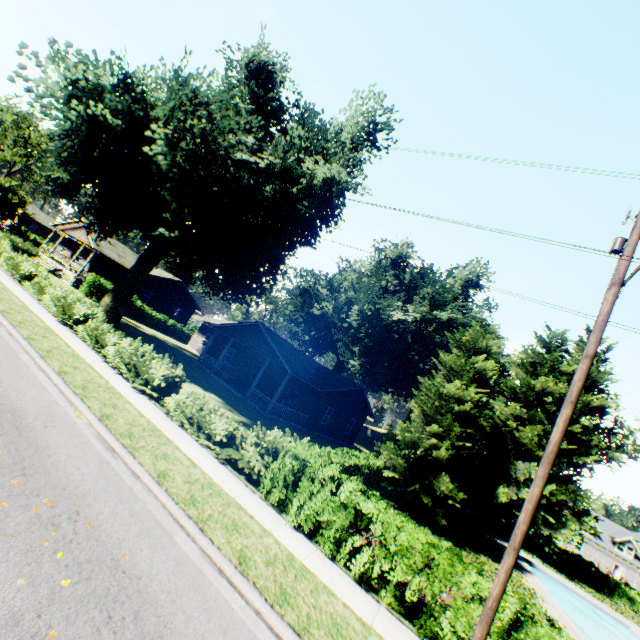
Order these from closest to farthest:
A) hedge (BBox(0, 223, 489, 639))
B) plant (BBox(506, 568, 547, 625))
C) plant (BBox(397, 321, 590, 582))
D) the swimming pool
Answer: hedge (BBox(0, 223, 489, 639)) → plant (BBox(506, 568, 547, 625)) → plant (BBox(397, 321, 590, 582)) → the swimming pool

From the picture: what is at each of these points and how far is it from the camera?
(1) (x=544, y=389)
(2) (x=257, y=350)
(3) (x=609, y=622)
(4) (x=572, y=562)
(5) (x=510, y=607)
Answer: (1) plant, 34.5 meters
(2) house, 25.9 meters
(3) swimming pool, 24.5 meters
(4) hedge, 35.9 meters
(5) hedge, 7.0 meters

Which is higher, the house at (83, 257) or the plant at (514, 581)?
the house at (83, 257)

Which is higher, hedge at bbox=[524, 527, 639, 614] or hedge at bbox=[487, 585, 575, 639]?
hedge at bbox=[487, 585, 575, 639]

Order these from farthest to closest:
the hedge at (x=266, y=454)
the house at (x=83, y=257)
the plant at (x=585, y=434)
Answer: the house at (x=83, y=257) → the plant at (x=585, y=434) → the hedge at (x=266, y=454)

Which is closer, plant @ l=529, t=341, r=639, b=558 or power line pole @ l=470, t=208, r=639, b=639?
power line pole @ l=470, t=208, r=639, b=639

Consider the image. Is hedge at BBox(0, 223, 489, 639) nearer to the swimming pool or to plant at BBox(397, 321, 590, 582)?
plant at BBox(397, 321, 590, 582)

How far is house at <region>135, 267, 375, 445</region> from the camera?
25.12m
